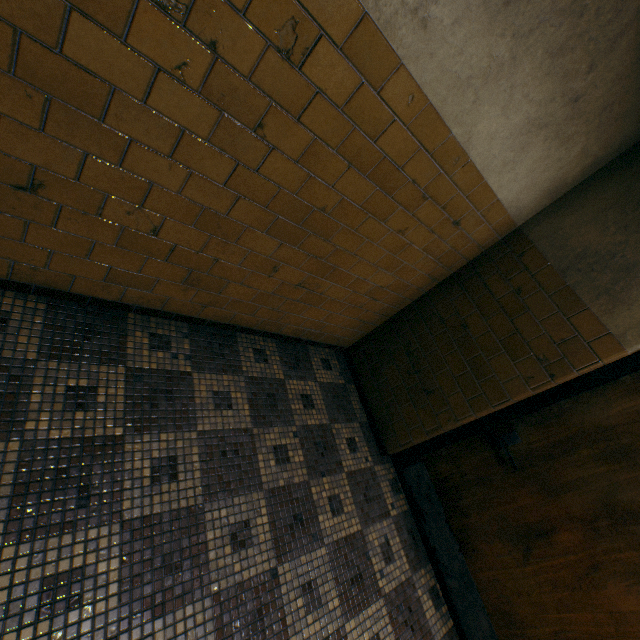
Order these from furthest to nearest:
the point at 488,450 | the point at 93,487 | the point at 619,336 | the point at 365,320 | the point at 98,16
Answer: the point at 365,320 < the point at 488,450 < the point at 619,336 < the point at 93,487 < the point at 98,16
